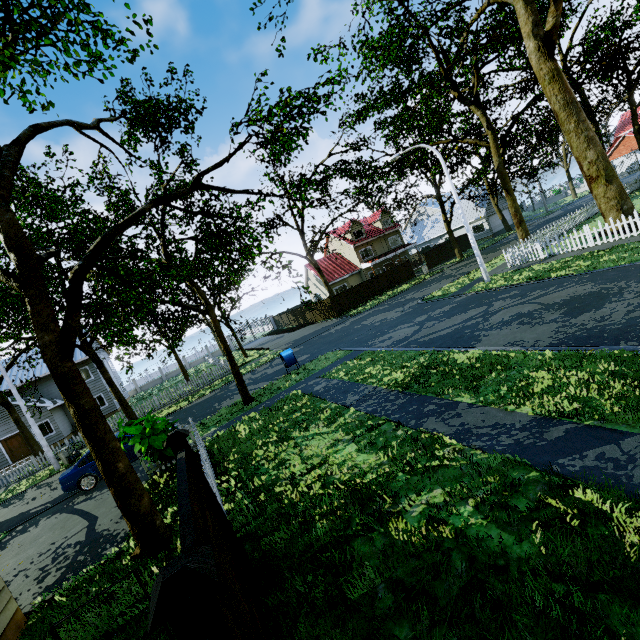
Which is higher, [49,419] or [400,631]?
[49,419]

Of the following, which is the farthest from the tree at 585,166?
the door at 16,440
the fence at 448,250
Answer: the door at 16,440

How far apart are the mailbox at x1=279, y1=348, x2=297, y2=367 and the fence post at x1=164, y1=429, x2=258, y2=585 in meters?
12.5 m

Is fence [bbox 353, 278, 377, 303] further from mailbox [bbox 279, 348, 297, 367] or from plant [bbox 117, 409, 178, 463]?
mailbox [bbox 279, 348, 297, 367]

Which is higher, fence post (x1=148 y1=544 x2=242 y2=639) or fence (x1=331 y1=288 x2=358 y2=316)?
fence post (x1=148 y1=544 x2=242 y2=639)

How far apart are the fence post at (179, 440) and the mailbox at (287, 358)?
12.45m

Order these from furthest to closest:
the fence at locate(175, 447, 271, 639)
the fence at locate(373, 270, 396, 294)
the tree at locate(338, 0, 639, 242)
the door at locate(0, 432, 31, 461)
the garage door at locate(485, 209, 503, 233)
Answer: the garage door at locate(485, 209, 503, 233) < the fence at locate(373, 270, 396, 294) < the door at locate(0, 432, 31, 461) < the tree at locate(338, 0, 639, 242) < the fence at locate(175, 447, 271, 639)

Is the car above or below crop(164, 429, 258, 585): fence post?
below
